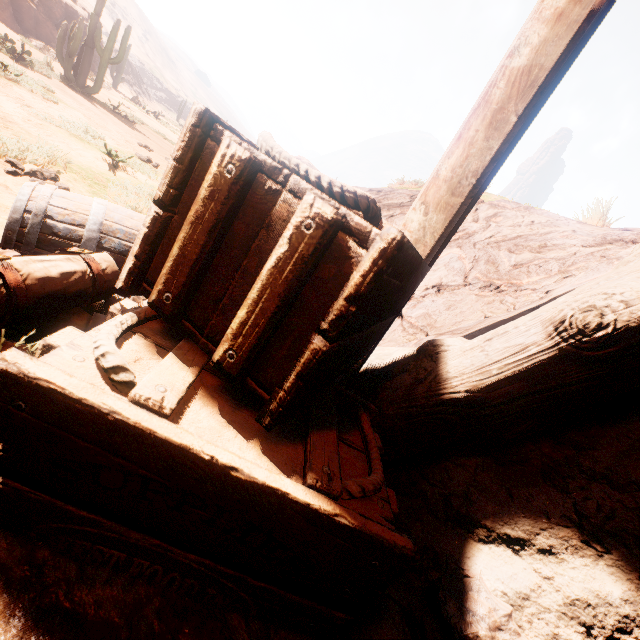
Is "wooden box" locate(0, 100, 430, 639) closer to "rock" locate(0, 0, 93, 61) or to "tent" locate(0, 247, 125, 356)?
"tent" locate(0, 247, 125, 356)

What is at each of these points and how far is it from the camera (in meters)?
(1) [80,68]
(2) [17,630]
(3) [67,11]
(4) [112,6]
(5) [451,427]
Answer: (1) instancedfoliageactor, 12.52
(2) z, 0.68
(3) rock, 19.02
(4) z, 58.38
(5) z, 1.37

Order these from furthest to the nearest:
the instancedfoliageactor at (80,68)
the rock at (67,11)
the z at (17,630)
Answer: the rock at (67,11) → the instancedfoliageactor at (80,68) → the z at (17,630)

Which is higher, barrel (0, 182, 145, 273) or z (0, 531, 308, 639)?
barrel (0, 182, 145, 273)

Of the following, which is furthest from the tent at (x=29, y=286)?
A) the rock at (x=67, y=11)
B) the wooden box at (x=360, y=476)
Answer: the rock at (x=67, y=11)

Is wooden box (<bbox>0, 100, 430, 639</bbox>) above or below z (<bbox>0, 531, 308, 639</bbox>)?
above

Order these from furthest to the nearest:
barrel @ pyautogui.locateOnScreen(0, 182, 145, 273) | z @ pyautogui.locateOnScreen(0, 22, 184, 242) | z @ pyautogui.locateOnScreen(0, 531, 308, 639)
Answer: z @ pyautogui.locateOnScreen(0, 22, 184, 242)
barrel @ pyautogui.locateOnScreen(0, 182, 145, 273)
z @ pyautogui.locateOnScreen(0, 531, 308, 639)

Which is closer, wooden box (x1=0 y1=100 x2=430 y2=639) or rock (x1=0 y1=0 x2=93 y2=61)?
wooden box (x1=0 y1=100 x2=430 y2=639)
